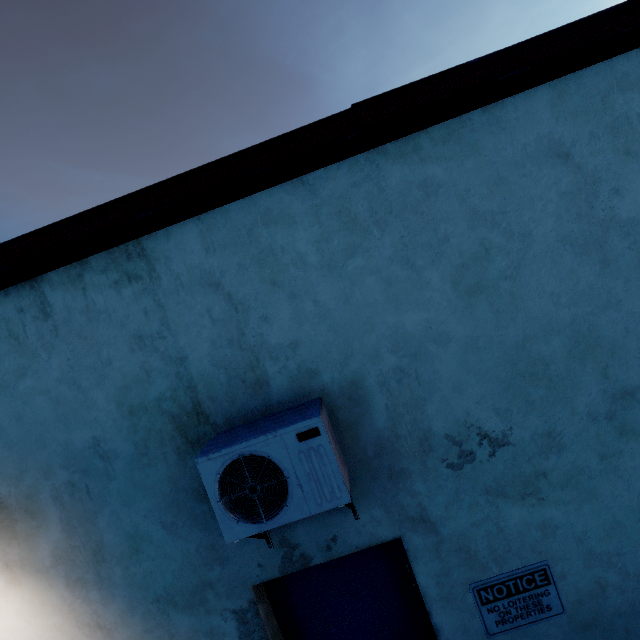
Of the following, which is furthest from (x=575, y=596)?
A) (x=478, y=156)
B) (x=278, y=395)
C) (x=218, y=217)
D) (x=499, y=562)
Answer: (x=218, y=217)

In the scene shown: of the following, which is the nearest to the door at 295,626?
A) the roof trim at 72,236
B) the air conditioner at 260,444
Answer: the air conditioner at 260,444

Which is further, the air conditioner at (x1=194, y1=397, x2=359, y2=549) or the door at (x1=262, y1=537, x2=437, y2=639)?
the door at (x1=262, y1=537, x2=437, y2=639)

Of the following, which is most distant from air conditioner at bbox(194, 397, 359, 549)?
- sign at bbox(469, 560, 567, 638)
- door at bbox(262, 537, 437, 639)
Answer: sign at bbox(469, 560, 567, 638)

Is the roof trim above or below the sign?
above

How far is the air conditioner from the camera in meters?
1.8 m

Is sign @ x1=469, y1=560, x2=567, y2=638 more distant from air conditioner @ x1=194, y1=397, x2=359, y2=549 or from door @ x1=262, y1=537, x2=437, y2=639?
air conditioner @ x1=194, y1=397, x2=359, y2=549

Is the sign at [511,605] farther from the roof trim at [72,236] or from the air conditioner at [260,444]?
the roof trim at [72,236]
